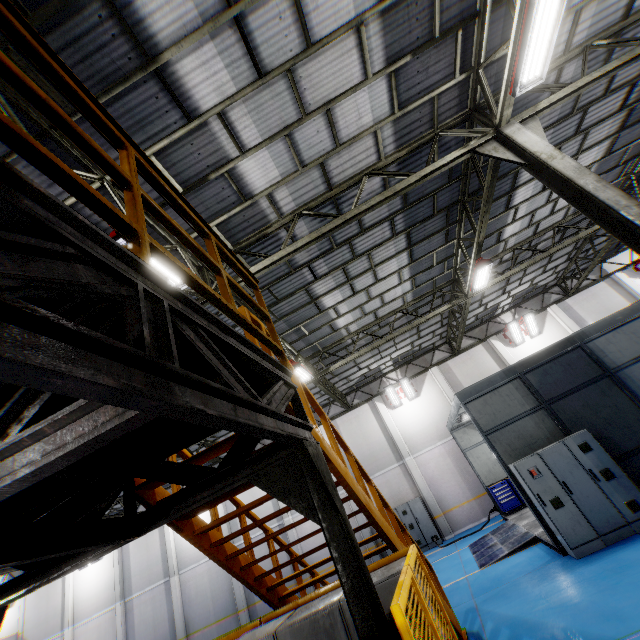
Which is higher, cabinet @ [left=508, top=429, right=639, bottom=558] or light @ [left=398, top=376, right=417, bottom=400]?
light @ [left=398, top=376, right=417, bottom=400]

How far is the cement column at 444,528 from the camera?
16.5m

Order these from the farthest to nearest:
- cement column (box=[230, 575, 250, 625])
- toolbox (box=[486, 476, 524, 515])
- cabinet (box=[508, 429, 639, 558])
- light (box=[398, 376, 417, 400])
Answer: light (box=[398, 376, 417, 400])
cement column (box=[230, 575, 250, 625])
toolbox (box=[486, 476, 524, 515])
cabinet (box=[508, 429, 639, 558])

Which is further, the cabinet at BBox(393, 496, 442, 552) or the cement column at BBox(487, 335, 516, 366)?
the cement column at BBox(487, 335, 516, 366)

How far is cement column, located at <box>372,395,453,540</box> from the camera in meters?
16.5

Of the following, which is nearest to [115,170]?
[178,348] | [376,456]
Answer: [178,348]

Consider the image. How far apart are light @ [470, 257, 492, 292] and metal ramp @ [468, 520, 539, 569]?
8.05m

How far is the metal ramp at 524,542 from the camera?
9.7 meters
